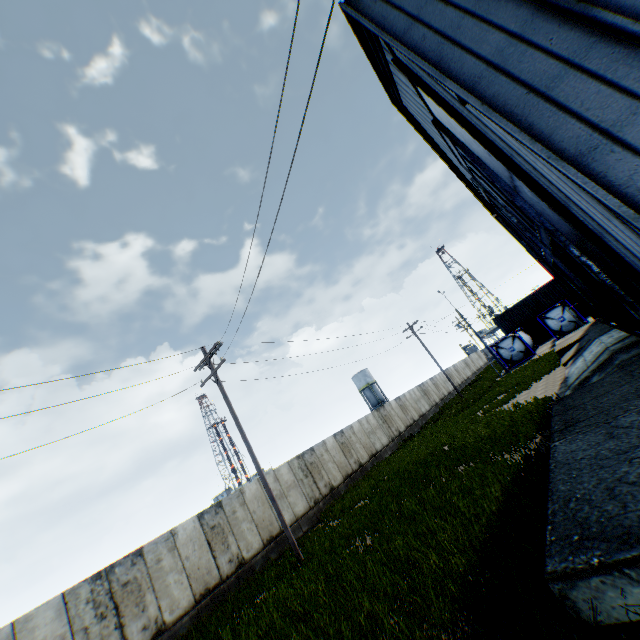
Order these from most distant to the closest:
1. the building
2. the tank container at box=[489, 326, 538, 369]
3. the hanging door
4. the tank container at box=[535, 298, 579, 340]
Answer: the tank container at box=[489, 326, 538, 369]
the tank container at box=[535, 298, 579, 340]
the hanging door
the building

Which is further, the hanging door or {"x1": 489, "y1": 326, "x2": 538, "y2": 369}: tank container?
{"x1": 489, "y1": 326, "x2": 538, "y2": 369}: tank container

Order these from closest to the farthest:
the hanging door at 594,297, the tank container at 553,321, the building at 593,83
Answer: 1. the building at 593,83
2. the hanging door at 594,297
3. the tank container at 553,321

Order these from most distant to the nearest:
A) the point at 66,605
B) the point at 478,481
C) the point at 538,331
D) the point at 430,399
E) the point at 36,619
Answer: the point at 538,331, the point at 430,399, the point at 66,605, the point at 36,619, the point at 478,481

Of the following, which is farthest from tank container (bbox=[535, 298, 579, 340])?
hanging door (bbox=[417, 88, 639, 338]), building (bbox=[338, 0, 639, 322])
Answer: hanging door (bbox=[417, 88, 639, 338])

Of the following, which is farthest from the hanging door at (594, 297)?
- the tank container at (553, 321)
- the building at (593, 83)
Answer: the tank container at (553, 321)
